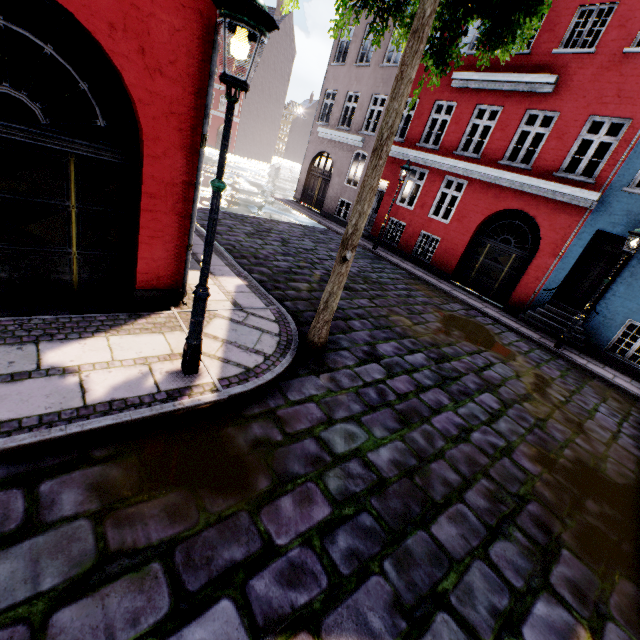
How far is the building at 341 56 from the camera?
16.1m

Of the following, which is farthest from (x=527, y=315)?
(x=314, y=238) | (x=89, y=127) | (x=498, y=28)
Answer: (x=89, y=127)

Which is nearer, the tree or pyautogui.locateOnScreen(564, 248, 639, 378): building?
the tree

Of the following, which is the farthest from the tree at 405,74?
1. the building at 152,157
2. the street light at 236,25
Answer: the building at 152,157

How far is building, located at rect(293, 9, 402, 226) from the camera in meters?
16.1 m

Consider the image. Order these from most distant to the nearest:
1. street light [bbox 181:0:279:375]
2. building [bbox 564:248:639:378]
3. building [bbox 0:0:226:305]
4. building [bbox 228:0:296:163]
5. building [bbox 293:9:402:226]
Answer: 1. building [bbox 228:0:296:163]
2. building [bbox 293:9:402:226]
3. building [bbox 564:248:639:378]
4. building [bbox 0:0:226:305]
5. street light [bbox 181:0:279:375]

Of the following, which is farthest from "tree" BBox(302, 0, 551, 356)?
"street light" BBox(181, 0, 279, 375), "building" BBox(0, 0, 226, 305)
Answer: "building" BBox(0, 0, 226, 305)
